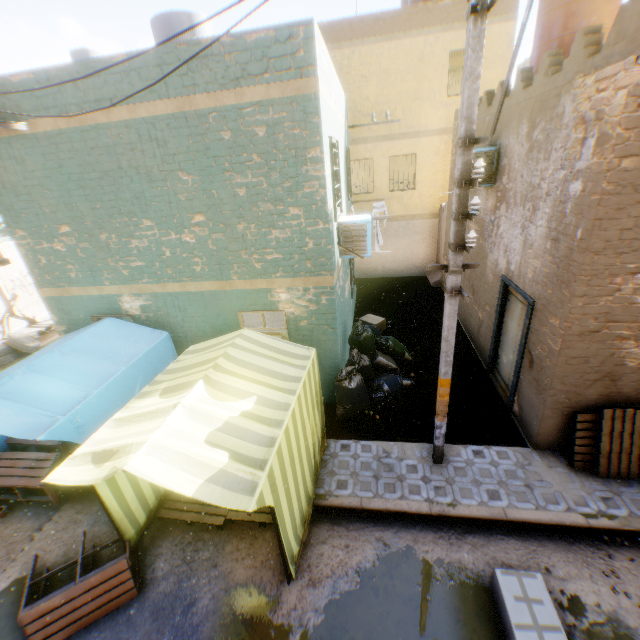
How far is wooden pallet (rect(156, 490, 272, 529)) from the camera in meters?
5.1 m

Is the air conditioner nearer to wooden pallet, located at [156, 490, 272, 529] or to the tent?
the tent

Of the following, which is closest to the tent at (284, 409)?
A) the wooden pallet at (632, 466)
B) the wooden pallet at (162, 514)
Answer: the wooden pallet at (162, 514)

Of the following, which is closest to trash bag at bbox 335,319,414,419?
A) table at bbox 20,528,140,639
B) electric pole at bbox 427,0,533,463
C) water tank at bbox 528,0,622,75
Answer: electric pole at bbox 427,0,533,463

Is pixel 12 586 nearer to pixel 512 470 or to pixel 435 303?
pixel 512 470

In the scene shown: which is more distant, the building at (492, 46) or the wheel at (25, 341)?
the wheel at (25, 341)

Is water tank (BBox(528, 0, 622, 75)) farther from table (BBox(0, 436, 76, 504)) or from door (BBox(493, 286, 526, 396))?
table (BBox(0, 436, 76, 504))

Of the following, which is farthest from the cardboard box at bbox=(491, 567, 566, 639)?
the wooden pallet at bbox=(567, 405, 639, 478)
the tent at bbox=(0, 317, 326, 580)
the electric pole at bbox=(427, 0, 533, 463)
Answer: the wooden pallet at bbox=(567, 405, 639, 478)
